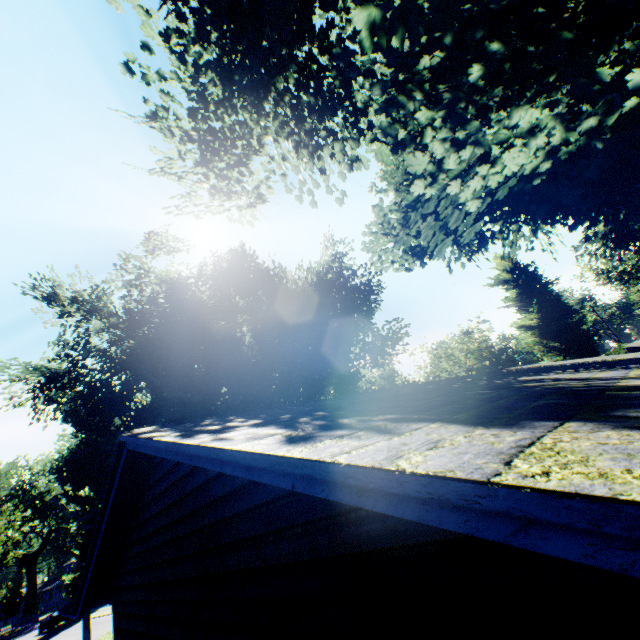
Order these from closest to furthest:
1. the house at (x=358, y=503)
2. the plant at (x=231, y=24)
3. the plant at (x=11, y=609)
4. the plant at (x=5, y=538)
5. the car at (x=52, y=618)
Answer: the house at (x=358, y=503) < the plant at (x=231, y=24) < the car at (x=52, y=618) < the plant at (x=5, y=538) < the plant at (x=11, y=609)

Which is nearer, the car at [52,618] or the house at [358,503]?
the house at [358,503]

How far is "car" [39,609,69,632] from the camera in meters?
39.2

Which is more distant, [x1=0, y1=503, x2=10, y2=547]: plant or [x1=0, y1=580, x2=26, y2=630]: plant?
[x1=0, y1=580, x2=26, y2=630]: plant

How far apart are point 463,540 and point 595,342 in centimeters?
4189cm

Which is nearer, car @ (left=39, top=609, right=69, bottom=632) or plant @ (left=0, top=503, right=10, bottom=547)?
car @ (left=39, top=609, right=69, bottom=632)

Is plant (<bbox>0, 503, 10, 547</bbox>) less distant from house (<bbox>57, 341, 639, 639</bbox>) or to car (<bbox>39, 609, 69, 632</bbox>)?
car (<bbox>39, 609, 69, 632</bbox>)
